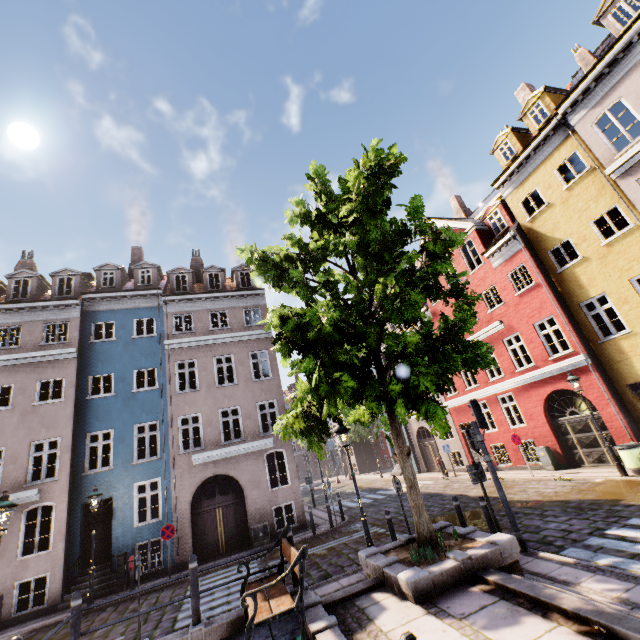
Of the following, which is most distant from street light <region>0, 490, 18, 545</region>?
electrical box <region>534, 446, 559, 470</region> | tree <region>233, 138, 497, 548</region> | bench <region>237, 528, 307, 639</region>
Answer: electrical box <region>534, 446, 559, 470</region>

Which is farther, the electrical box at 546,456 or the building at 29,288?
the electrical box at 546,456

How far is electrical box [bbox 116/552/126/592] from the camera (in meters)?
12.72

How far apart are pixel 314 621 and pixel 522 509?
9.1 meters

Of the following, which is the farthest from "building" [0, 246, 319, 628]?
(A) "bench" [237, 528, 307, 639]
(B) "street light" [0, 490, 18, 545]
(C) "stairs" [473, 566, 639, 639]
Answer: (A) "bench" [237, 528, 307, 639]

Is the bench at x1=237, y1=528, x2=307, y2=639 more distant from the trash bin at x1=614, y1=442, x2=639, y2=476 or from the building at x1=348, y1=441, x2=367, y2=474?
the trash bin at x1=614, y1=442, x2=639, y2=476

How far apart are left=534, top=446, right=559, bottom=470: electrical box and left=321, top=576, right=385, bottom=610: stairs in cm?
1213
